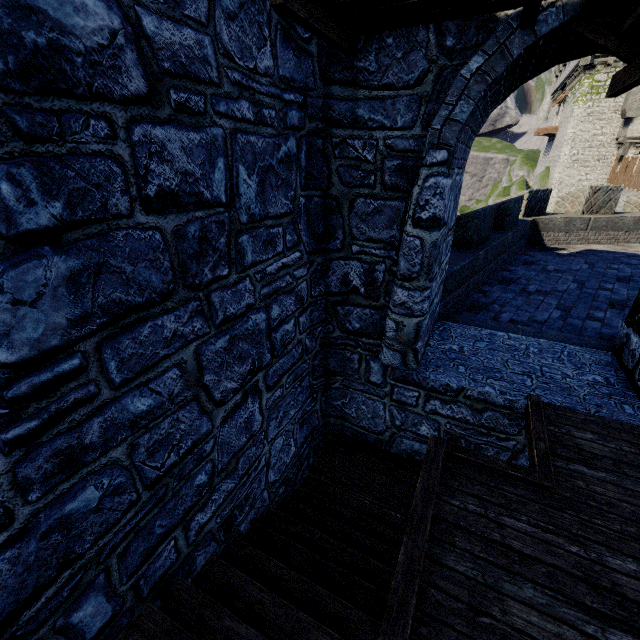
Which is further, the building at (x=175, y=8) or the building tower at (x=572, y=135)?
the building tower at (x=572, y=135)

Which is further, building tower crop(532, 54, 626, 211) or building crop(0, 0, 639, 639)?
building tower crop(532, 54, 626, 211)

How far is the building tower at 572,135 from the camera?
26.50m

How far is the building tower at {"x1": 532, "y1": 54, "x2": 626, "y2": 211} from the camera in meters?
26.5 m

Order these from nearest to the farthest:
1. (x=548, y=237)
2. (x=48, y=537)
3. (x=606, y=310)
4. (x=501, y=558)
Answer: (x=48, y=537) < (x=501, y=558) < (x=606, y=310) < (x=548, y=237)
